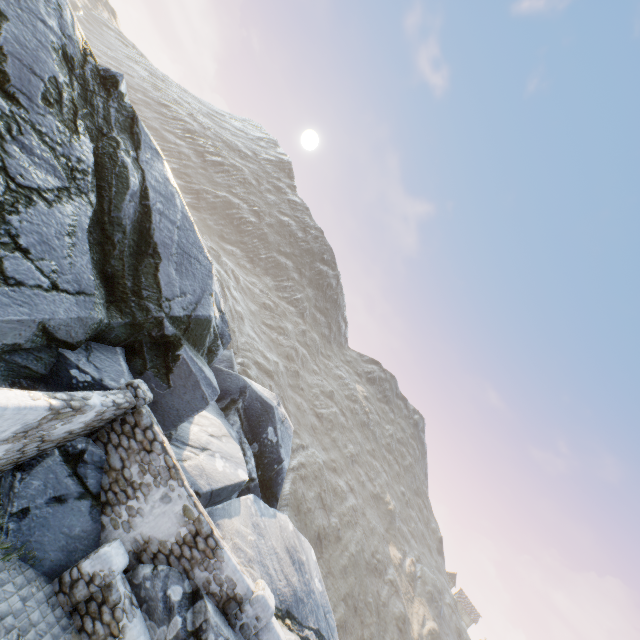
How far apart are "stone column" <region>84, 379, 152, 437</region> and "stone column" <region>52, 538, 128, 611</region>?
2.5m

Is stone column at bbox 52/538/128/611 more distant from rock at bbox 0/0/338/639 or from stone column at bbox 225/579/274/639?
stone column at bbox 225/579/274/639

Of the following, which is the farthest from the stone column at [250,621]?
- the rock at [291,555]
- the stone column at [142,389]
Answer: the stone column at [142,389]

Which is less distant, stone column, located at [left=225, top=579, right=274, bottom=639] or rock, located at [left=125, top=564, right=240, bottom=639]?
rock, located at [left=125, top=564, right=240, bottom=639]

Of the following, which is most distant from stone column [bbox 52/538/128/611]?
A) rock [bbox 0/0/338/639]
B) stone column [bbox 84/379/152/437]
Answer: stone column [bbox 84/379/152/437]

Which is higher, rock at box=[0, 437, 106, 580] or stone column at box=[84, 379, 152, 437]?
stone column at box=[84, 379, 152, 437]

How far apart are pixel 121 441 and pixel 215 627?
4.9 meters

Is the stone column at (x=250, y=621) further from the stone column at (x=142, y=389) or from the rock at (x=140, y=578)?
the stone column at (x=142, y=389)
